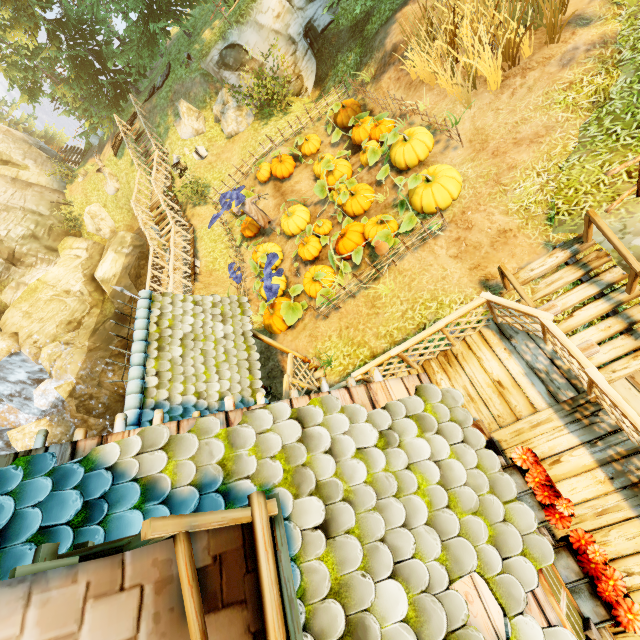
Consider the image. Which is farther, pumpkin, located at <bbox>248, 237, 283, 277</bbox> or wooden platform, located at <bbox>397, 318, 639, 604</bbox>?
pumpkin, located at <bbox>248, 237, 283, 277</bbox>

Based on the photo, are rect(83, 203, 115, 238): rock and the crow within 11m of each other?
no

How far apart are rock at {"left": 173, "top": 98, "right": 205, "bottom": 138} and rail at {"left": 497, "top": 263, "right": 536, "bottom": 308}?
17.1 meters

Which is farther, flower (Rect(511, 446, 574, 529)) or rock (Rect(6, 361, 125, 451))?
rock (Rect(6, 361, 125, 451))

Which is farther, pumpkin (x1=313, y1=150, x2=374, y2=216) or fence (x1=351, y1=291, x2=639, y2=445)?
pumpkin (x1=313, y1=150, x2=374, y2=216)

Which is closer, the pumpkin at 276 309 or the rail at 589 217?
the rail at 589 217

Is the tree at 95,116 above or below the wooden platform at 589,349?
above

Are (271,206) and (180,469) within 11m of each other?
no
